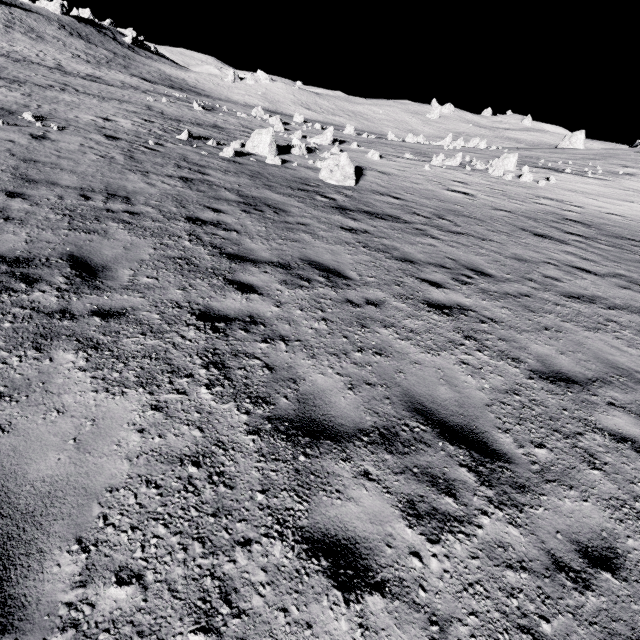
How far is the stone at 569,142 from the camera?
48.4m

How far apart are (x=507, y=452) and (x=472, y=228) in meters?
10.0 m

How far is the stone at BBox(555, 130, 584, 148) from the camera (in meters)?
48.41
